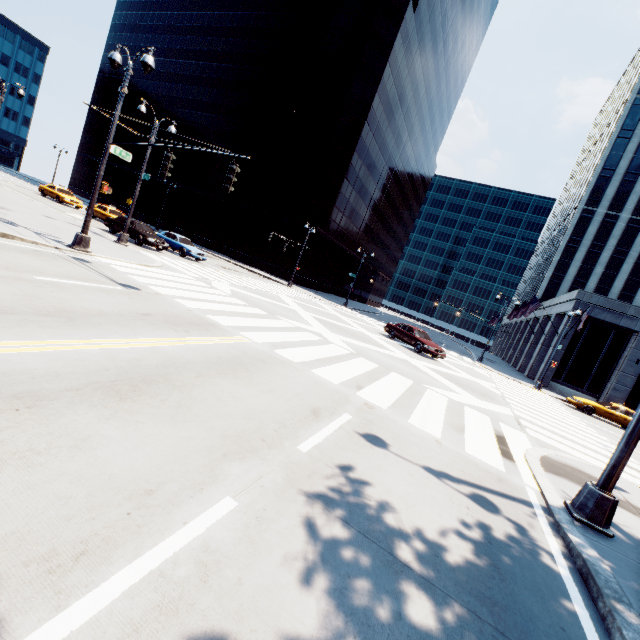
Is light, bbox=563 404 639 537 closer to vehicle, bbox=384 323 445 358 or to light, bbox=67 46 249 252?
light, bbox=67 46 249 252

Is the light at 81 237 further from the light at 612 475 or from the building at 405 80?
the building at 405 80

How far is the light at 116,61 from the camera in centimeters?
1155cm

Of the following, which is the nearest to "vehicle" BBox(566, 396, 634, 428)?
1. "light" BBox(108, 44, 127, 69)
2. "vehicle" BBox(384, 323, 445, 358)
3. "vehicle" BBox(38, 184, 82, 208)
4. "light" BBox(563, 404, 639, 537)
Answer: "vehicle" BBox(384, 323, 445, 358)

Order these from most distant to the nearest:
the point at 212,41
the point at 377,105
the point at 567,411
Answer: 1. the point at 212,41
2. the point at 377,105
3. the point at 567,411

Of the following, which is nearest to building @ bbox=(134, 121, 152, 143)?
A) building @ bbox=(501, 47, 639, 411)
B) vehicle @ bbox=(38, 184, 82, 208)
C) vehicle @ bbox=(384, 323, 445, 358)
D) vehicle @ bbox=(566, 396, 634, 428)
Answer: vehicle @ bbox=(38, 184, 82, 208)

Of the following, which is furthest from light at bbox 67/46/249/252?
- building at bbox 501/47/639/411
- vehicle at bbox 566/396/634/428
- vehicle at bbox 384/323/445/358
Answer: building at bbox 501/47/639/411

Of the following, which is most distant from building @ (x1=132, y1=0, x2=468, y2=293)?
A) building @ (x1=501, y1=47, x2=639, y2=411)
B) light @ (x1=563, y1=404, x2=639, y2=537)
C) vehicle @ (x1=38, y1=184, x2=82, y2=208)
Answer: light @ (x1=563, y1=404, x2=639, y2=537)
